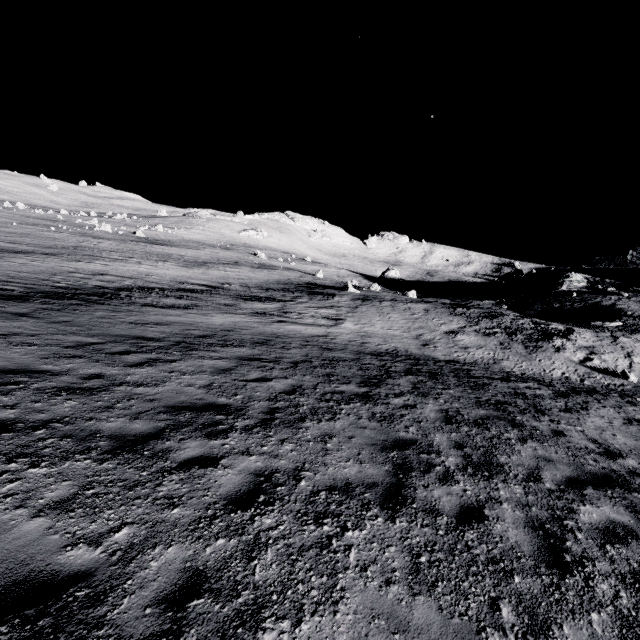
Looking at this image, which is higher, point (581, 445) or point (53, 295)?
point (581, 445)
